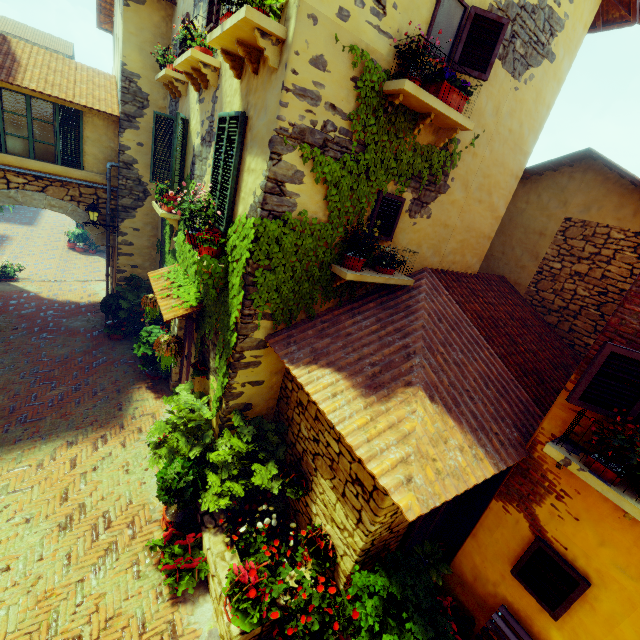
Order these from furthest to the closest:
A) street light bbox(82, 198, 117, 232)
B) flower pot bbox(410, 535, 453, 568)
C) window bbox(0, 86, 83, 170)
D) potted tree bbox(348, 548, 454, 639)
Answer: street light bbox(82, 198, 117, 232) → window bbox(0, 86, 83, 170) → flower pot bbox(410, 535, 453, 568) → potted tree bbox(348, 548, 454, 639)

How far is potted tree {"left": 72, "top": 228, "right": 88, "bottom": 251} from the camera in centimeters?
1886cm

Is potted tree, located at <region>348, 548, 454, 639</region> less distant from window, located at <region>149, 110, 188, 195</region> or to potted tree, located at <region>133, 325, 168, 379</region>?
window, located at <region>149, 110, 188, 195</region>

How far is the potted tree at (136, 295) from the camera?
10.37m

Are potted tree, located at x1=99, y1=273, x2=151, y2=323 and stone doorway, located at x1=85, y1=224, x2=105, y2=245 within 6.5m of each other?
yes

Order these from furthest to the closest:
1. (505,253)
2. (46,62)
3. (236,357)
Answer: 1. (46,62)
2. (505,253)
3. (236,357)

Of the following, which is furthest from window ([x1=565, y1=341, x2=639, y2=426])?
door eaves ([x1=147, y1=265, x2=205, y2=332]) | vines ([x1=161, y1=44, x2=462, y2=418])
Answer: door eaves ([x1=147, y1=265, x2=205, y2=332])

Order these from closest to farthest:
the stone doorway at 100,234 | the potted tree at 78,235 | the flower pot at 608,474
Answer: the flower pot at 608,474 < the stone doorway at 100,234 < the potted tree at 78,235
